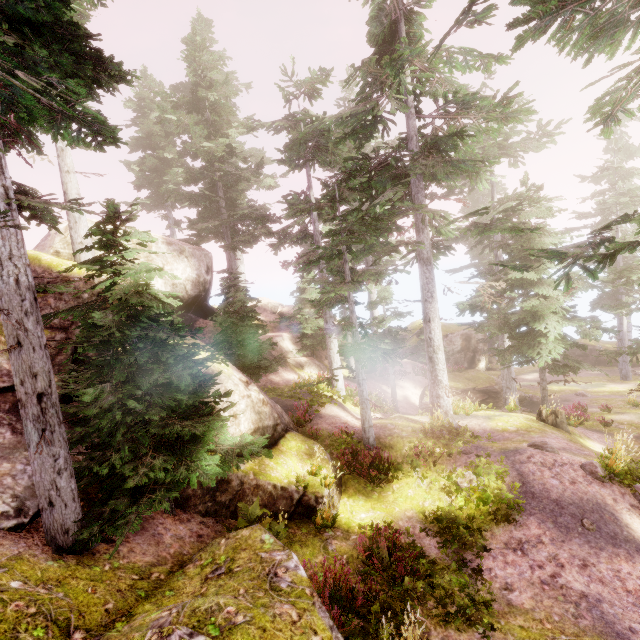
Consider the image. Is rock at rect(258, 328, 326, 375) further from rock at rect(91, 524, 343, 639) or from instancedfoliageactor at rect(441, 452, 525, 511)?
rock at rect(91, 524, 343, 639)

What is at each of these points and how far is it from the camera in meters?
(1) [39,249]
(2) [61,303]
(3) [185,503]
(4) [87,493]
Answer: (1) rock, 14.0 m
(2) rock, 9.4 m
(3) rock, 8.1 m
(4) rock, 6.9 m

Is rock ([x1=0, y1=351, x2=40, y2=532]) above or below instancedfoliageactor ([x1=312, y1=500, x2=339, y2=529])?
above

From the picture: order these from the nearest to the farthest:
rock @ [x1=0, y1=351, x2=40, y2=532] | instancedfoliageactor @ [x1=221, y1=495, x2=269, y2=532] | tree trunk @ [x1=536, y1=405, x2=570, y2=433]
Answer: rock @ [x1=0, y1=351, x2=40, y2=532] → instancedfoliageactor @ [x1=221, y1=495, x2=269, y2=532] → tree trunk @ [x1=536, y1=405, x2=570, y2=433]

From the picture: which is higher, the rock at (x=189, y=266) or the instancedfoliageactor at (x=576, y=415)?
the rock at (x=189, y=266)

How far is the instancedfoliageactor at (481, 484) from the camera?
8.7 meters

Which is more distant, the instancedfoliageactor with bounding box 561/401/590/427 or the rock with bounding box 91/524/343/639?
the instancedfoliageactor with bounding box 561/401/590/427

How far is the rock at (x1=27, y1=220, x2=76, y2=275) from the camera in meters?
9.8 m
